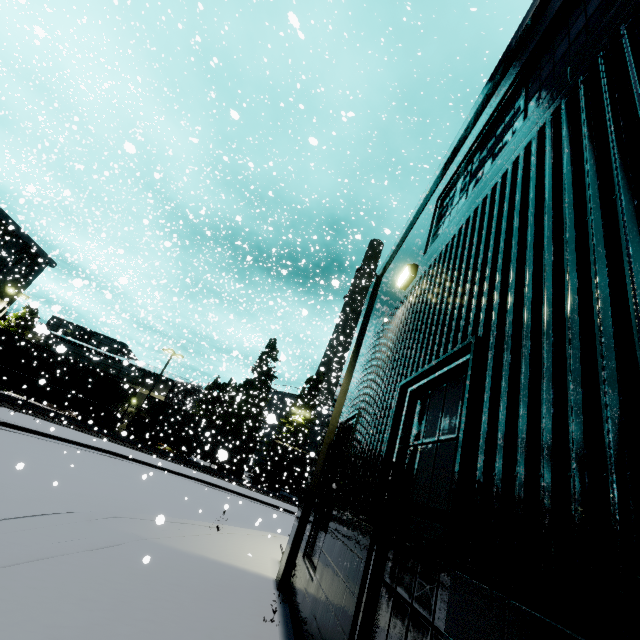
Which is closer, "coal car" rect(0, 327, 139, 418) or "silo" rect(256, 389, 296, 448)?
"silo" rect(256, 389, 296, 448)

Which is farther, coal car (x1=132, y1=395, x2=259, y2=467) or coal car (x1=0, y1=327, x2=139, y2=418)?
coal car (x1=132, y1=395, x2=259, y2=467)

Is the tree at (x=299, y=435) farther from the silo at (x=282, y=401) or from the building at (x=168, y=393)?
the building at (x=168, y=393)

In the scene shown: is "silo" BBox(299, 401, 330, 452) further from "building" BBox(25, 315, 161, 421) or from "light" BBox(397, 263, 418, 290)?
"light" BBox(397, 263, 418, 290)

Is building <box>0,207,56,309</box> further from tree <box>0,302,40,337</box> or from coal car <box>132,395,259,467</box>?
coal car <box>132,395,259,467</box>

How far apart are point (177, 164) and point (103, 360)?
25.6m

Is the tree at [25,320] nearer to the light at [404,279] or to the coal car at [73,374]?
the coal car at [73,374]

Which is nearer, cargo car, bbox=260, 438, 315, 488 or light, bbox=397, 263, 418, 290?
light, bbox=397, 263, 418, 290
